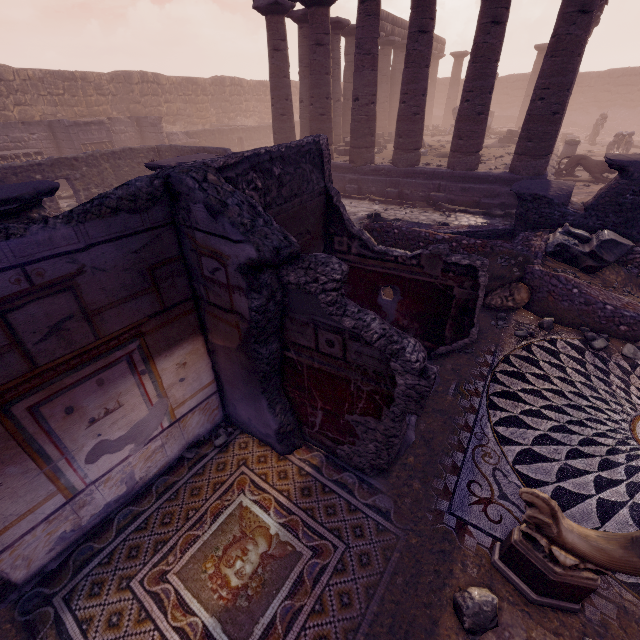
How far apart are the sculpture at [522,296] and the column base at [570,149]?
16.1m

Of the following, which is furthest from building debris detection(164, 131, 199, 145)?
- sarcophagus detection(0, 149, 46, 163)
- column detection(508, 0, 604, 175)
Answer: column detection(508, 0, 604, 175)

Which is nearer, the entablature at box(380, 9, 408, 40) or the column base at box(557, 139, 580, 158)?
the column base at box(557, 139, 580, 158)

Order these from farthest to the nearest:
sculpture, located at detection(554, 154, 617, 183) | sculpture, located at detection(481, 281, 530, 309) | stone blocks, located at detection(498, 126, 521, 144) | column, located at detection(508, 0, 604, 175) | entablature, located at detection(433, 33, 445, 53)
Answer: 1. entablature, located at detection(433, 33, 445, 53)
2. stone blocks, located at detection(498, 126, 521, 144)
3. sculpture, located at detection(554, 154, 617, 183)
4. column, located at detection(508, 0, 604, 175)
5. sculpture, located at detection(481, 281, 530, 309)

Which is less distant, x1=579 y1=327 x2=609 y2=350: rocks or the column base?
x1=579 y1=327 x2=609 y2=350: rocks

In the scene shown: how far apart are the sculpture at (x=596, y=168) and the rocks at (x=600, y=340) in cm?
1241

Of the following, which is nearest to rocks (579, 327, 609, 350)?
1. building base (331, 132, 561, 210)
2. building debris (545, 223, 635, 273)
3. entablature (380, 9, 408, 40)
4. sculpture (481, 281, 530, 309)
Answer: sculpture (481, 281, 530, 309)

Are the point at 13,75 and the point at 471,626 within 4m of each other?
no
